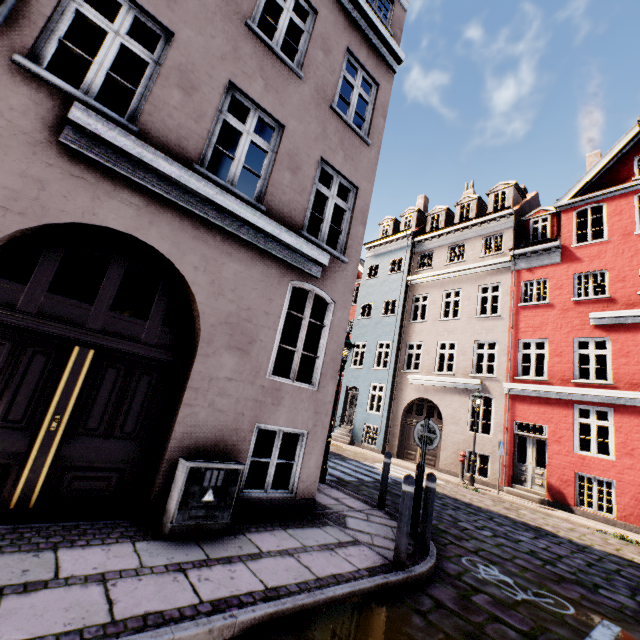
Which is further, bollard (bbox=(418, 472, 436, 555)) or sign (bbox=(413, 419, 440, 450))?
sign (bbox=(413, 419, 440, 450))

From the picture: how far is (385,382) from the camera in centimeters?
1895cm

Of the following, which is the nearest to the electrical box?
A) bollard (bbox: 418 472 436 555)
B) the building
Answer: the building

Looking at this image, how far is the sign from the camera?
5.59m

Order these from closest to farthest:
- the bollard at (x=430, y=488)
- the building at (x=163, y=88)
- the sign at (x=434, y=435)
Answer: the building at (x=163, y=88)
the bollard at (x=430, y=488)
the sign at (x=434, y=435)

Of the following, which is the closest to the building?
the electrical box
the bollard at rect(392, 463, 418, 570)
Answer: the electrical box

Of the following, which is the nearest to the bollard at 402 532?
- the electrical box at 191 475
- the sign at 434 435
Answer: the sign at 434 435

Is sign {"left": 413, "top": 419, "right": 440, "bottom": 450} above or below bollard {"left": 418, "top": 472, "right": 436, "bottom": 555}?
above
